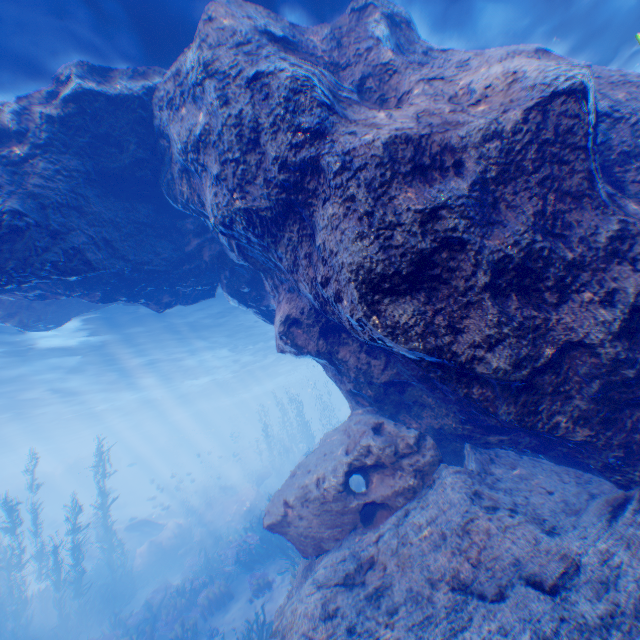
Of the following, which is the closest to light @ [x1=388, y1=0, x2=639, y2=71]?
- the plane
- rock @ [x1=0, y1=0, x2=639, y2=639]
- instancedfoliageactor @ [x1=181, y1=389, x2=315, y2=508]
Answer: rock @ [x1=0, y1=0, x2=639, y2=639]

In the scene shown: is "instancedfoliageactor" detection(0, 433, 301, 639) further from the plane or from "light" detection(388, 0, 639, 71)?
"light" detection(388, 0, 639, 71)

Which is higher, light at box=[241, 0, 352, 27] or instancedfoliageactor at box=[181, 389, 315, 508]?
light at box=[241, 0, 352, 27]

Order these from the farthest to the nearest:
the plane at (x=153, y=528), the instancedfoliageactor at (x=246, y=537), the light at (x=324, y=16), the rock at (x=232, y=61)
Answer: the plane at (x=153, y=528) < the instancedfoliageactor at (x=246, y=537) < the light at (x=324, y=16) < the rock at (x=232, y=61)

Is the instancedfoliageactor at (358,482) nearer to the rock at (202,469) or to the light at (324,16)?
the rock at (202,469)

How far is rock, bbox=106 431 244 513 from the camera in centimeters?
2964cm

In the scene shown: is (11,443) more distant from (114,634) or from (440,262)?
(440,262)
